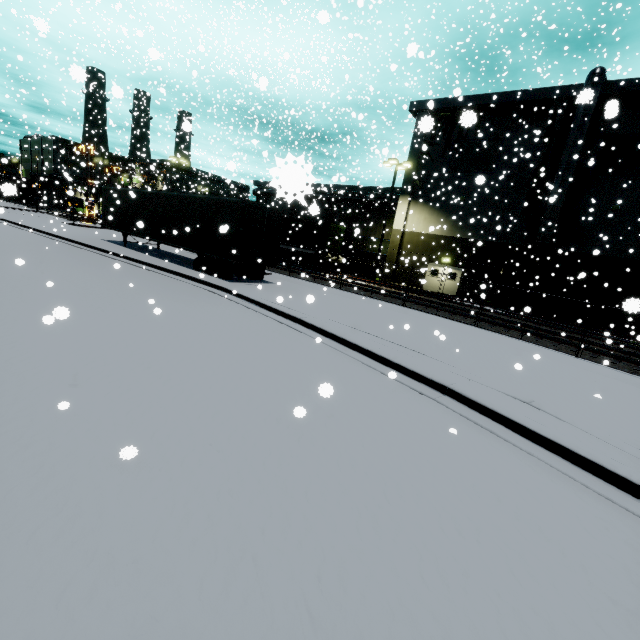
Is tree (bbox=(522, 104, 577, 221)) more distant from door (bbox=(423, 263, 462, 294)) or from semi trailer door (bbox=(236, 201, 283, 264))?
door (bbox=(423, 263, 462, 294))

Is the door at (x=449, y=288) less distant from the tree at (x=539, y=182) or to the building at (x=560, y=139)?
the building at (x=560, y=139)

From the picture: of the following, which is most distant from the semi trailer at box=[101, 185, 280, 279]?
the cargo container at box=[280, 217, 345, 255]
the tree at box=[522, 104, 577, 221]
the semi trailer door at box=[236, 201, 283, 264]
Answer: the tree at box=[522, 104, 577, 221]

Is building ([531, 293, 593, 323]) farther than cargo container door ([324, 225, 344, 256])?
No

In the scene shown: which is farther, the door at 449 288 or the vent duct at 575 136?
the door at 449 288

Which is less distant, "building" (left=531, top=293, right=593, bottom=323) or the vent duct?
the vent duct

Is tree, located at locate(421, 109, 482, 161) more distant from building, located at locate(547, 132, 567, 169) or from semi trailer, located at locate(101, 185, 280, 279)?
semi trailer, located at locate(101, 185, 280, 279)

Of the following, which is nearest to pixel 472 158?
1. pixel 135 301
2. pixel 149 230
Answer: pixel 149 230
